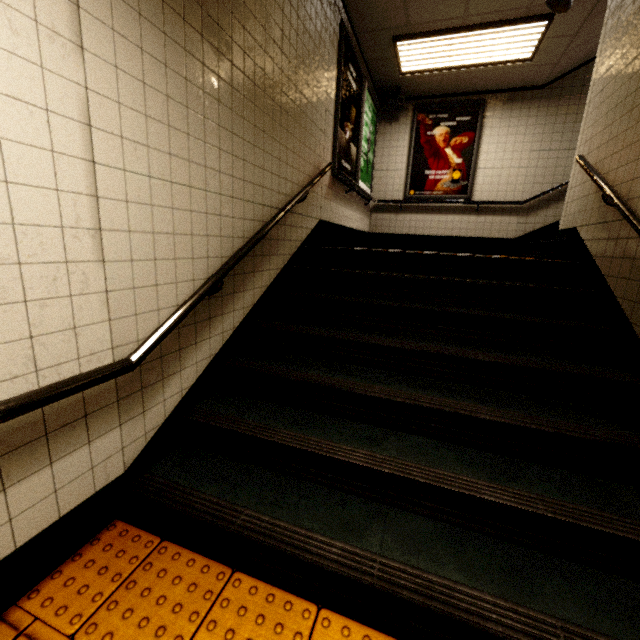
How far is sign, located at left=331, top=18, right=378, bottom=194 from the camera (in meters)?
4.18

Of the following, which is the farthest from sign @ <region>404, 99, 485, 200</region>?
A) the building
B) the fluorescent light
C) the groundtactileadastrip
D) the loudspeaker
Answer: the groundtactileadastrip

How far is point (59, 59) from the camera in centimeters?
125cm

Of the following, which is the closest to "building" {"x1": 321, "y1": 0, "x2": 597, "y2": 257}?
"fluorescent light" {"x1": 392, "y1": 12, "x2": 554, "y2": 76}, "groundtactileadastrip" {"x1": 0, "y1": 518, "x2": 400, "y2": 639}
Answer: "fluorescent light" {"x1": 392, "y1": 12, "x2": 554, "y2": 76}

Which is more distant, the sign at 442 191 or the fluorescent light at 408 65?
the sign at 442 191

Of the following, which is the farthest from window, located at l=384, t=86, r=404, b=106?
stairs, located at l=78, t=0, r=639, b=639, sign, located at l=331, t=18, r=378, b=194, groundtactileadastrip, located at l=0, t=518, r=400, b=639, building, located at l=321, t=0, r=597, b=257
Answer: groundtactileadastrip, located at l=0, t=518, r=400, b=639

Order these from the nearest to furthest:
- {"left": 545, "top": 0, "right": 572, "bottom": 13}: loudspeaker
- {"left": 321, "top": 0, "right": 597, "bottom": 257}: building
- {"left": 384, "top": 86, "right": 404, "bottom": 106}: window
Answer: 1. {"left": 545, "top": 0, "right": 572, "bottom": 13}: loudspeaker
2. {"left": 321, "top": 0, "right": 597, "bottom": 257}: building
3. {"left": 384, "top": 86, "right": 404, "bottom": 106}: window

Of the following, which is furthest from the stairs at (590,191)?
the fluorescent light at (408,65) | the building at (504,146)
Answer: the fluorescent light at (408,65)
